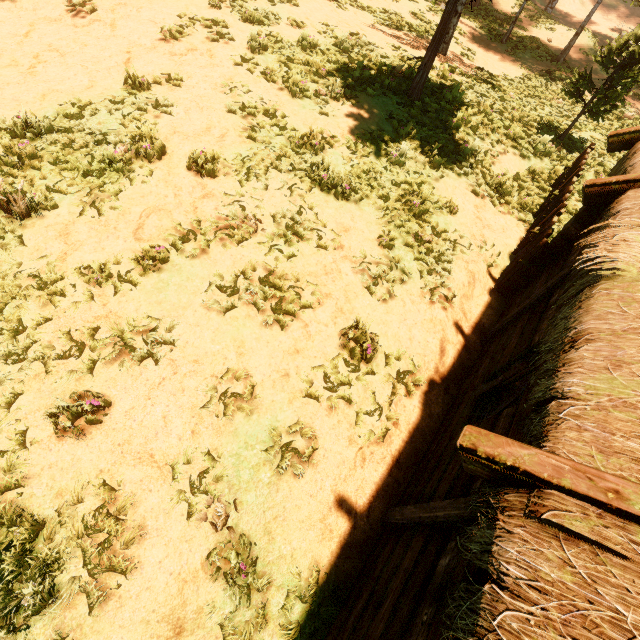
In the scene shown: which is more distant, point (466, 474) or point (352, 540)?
point (352, 540)

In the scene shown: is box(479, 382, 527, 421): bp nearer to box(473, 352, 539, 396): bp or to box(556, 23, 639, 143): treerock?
box(473, 352, 539, 396): bp

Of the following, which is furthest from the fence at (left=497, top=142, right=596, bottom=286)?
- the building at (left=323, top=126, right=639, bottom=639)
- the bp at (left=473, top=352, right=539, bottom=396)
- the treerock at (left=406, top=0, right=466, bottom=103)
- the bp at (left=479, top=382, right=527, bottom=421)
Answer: the bp at (left=479, top=382, right=527, bottom=421)

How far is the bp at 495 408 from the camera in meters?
4.0

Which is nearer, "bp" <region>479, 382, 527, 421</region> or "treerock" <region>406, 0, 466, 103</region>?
"bp" <region>479, 382, 527, 421</region>

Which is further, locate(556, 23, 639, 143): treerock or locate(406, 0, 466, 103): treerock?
locate(556, 23, 639, 143): treerock

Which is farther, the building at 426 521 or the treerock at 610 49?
the treerock at 610 49

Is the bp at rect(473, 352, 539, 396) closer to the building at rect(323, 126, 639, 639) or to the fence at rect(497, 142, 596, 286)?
the building at rect(323, 126, 639, 639)
